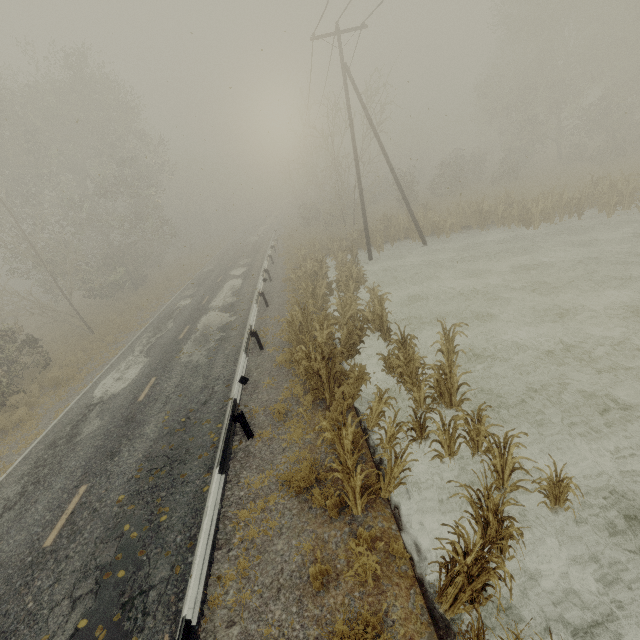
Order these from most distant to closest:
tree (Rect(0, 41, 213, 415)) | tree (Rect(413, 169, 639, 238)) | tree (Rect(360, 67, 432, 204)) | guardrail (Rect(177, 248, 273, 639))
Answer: tree (Rect(360, 67, 432, 204)) < tree (Rect(0, 41, 213, 415)) < tree (Rect(413, 169, 639, 238)) < guardrail (Rect(177, 248, 273, 639))

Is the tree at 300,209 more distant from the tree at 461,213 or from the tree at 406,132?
the tree at 461,213

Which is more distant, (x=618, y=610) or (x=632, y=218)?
(x=632, y=218)

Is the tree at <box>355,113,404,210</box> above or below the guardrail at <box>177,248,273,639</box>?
above

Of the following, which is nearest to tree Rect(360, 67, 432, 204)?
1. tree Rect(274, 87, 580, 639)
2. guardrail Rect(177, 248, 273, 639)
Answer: guardrail Rect(177, 248, 273, 639)

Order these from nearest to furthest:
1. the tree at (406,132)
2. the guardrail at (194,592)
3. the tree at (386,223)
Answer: the guardrail at (194,592)
the tree at (386,223)
the tree at (406,132)

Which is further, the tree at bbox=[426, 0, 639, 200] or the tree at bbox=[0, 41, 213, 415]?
the tree at bbox=[426, 0, 639, 200]

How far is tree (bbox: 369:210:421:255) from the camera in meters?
22.0
